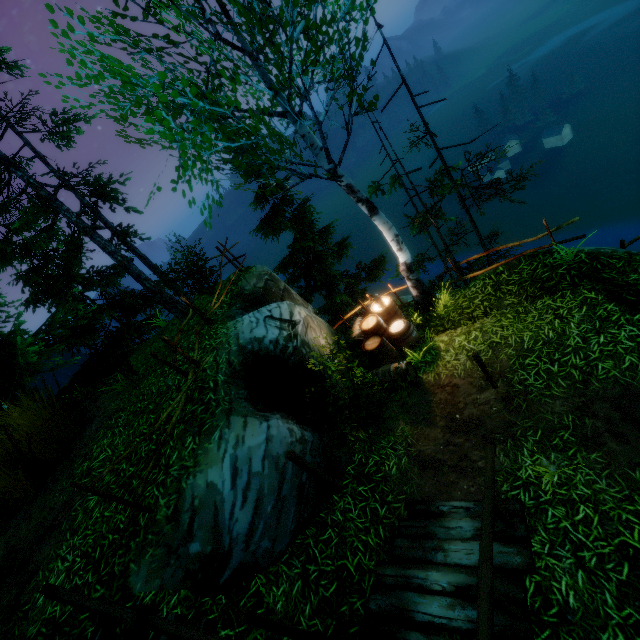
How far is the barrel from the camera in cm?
776

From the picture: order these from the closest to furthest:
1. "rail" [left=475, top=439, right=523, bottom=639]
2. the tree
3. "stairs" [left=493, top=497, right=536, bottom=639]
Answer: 1. "rail" [left=475, top=439, right=523, bottom=639]
2. "stairs" [left=493, top=497, right=536, bottom=639]
3. the tree

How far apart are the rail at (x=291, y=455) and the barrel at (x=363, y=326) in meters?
4.0

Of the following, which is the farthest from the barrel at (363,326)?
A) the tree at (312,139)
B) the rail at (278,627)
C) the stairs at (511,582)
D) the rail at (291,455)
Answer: the rail at (278,627)

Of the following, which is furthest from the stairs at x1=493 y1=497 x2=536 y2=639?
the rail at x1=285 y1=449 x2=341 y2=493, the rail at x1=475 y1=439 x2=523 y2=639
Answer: the rail at x1=285 y1=449 x2=341 y2=493

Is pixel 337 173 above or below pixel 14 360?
below

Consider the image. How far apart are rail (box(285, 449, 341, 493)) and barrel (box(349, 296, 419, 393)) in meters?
4.0

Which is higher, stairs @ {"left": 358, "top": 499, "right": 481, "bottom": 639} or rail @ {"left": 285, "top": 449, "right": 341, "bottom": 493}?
rail @ {"left": 285, "top": 449, "right": 341, "bottom": 493}
